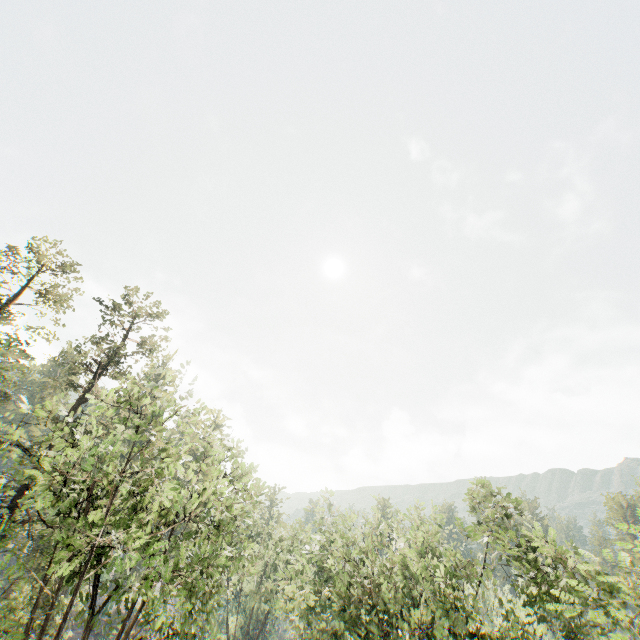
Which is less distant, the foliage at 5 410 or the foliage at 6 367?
the foliage at 5 410

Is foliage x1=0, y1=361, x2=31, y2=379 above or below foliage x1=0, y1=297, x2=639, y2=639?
above

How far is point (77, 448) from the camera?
14.0m

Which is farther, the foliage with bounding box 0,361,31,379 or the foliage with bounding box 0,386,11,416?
the foliage with bounding box 0,361,31,379

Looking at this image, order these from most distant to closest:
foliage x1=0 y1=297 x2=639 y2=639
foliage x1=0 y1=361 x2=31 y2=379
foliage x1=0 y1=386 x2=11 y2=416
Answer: foliage x1=0 y1=361 x2=31 y2=379 → foliage x1=0 y1=386 x2=11 y2=416 → foliage x1=0 y1=297 x2=639 y2=639
